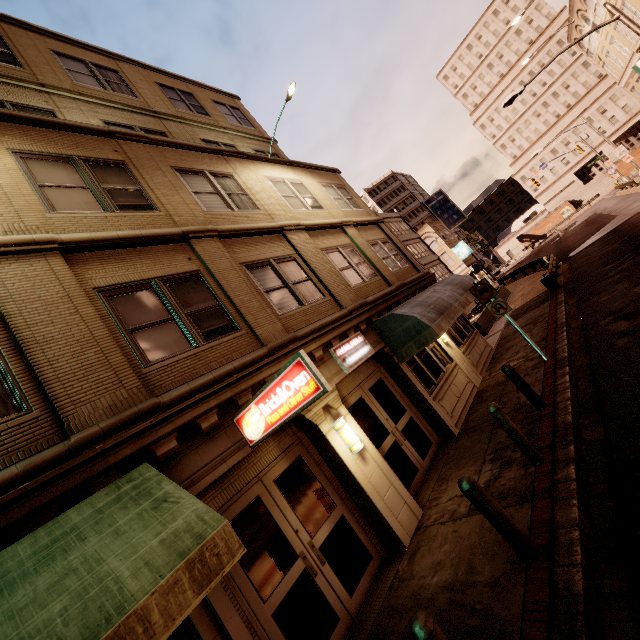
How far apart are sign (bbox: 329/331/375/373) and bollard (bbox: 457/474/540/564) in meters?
3.8 m

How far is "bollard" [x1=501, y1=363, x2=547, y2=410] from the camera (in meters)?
7.19

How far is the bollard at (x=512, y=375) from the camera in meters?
7.2 m

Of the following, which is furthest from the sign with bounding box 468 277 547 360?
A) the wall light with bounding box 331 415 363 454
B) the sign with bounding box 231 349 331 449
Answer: the sign with bounding box 231 349 331 449

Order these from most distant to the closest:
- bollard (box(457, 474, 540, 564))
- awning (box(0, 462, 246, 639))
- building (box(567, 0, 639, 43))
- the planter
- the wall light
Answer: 1. building (box(567, 0, 639, 43))
2. the planter
3. the wall light
4. bollard (box(457, 474, 540, 564))
5. awning (box(0, 462, 246, 639))

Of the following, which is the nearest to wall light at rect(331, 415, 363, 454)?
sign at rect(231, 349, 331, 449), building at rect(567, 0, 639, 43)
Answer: sign at rect(231, 349, 331, 449)

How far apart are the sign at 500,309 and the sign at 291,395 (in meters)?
7.79

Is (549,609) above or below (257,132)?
below
